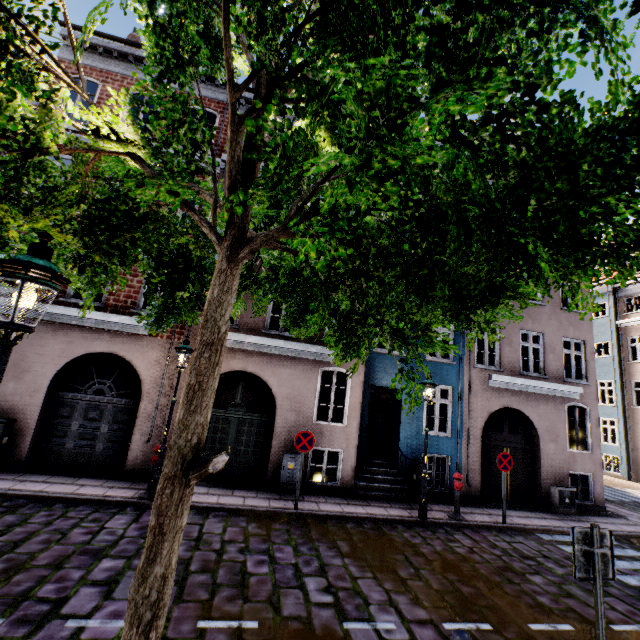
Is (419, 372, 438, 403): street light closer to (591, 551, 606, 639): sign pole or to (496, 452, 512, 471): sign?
(591, 551, 606, 639): sign pole

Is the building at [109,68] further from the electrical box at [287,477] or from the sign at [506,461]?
the sign at [506,461]

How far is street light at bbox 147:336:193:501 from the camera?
7.6 meters

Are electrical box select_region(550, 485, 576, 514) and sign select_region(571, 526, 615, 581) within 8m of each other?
no

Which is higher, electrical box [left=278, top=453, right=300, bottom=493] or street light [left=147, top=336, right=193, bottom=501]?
street light [left=147, top=336, right=193, bottom=501]

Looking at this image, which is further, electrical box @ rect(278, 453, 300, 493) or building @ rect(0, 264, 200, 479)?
electrical box @ rect(278, 453, 300, 493)

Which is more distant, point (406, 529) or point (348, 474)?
point (348, 474)

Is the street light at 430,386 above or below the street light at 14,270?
above
